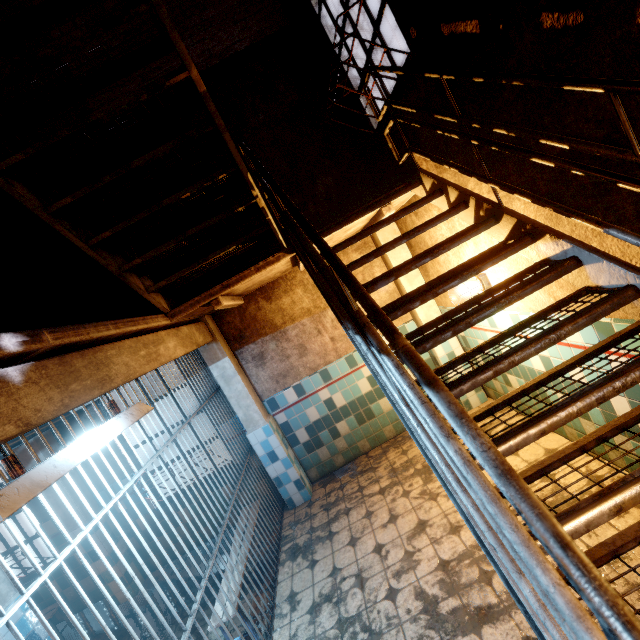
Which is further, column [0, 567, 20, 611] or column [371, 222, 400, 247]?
column [371, 222, 400, 247]

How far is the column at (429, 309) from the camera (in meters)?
4.50

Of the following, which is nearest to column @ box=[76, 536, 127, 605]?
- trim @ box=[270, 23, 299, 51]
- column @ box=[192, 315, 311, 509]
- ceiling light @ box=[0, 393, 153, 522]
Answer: trim @ box=[270, 23, 299, 51]

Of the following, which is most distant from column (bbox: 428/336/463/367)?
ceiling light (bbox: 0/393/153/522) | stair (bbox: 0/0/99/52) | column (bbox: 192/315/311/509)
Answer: ceiling light (bbox: 0/393/153/522)

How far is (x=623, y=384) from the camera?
1.37m

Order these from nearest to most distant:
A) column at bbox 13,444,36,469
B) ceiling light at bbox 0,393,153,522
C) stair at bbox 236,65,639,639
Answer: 1. stair at bbox 236,65,639,639
2. ceiling light at bbox 0,393,153,522
3. column at bbox 13,444,36,469

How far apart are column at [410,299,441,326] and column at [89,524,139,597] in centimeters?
538cm

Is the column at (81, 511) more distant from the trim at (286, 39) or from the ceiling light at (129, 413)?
the ceiling light at (129, 413)
